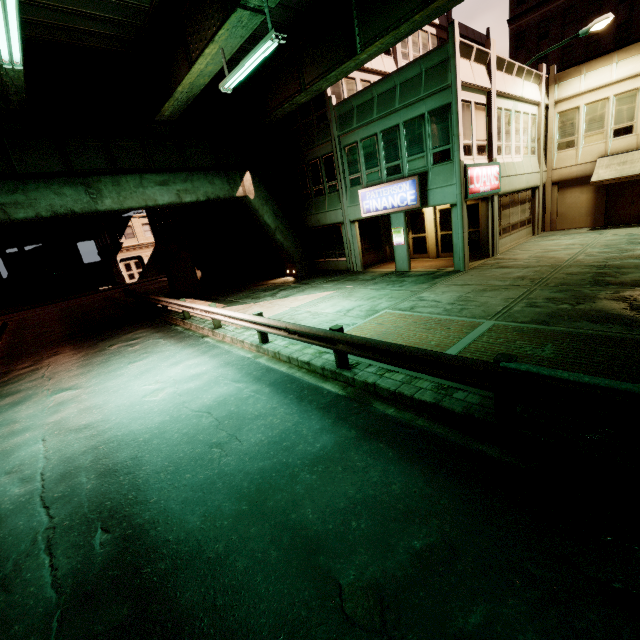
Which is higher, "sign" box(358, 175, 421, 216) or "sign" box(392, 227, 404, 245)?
"sign" box(358, 175, 421, 216)

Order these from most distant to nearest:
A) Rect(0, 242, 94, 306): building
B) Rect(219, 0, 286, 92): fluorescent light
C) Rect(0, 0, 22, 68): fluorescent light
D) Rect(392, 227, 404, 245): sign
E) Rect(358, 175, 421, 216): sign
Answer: Rect(0, 242, 94, 306): building, Rect(392, 227, 404, 245): sign, Rect(358, 175, 421, 216): sign, Rect(219, 0, 286, 92): fluorescent light, Rect(0, 0, 22, 68): fluorescent light

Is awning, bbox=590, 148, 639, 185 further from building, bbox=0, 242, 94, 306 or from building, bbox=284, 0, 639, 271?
building, bbox=0, 242, 94, 306

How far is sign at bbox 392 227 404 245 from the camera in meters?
16.6

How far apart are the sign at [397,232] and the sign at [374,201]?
0.99m

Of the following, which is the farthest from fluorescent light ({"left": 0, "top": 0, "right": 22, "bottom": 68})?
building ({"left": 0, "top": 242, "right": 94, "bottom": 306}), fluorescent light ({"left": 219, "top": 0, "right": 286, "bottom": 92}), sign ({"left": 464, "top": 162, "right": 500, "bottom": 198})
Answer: building ({"left": 0, "top": 242, "right": 94, "bottom": 306})

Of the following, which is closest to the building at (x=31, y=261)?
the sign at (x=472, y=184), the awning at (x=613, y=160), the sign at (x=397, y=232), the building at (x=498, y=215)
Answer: the building at (x=498, y=215)

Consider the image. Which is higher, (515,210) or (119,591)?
(515,210)
